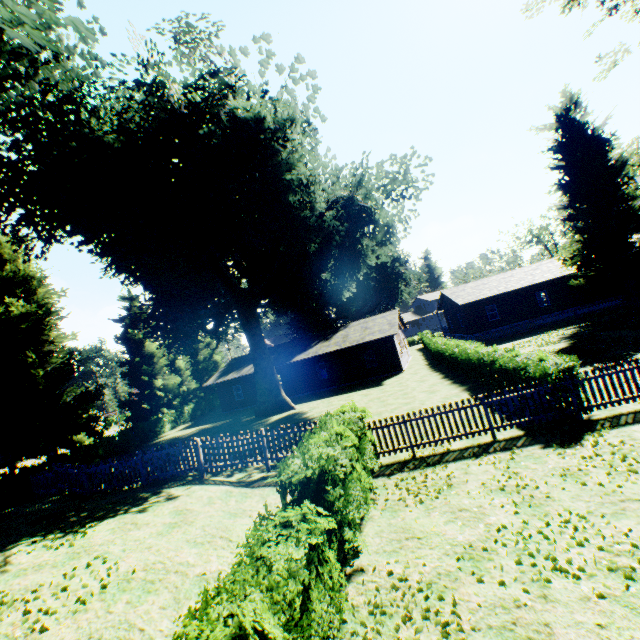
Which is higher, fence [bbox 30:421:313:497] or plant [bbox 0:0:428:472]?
plant [bbox 0:0:428:472]

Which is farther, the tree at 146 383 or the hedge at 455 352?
the tree at 146 383

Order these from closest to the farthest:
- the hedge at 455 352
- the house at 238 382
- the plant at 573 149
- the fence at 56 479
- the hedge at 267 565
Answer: the hedge at 267 565 → the hedge at 455 352 → the fence at 56 479 → the plant at 573 149 → the house at 238 382

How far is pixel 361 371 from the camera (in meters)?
30.08

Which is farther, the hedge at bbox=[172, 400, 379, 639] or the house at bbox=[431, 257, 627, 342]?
the house at bbox=[431, 257, 627, 342]

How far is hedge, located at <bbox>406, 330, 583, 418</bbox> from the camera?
9.73m

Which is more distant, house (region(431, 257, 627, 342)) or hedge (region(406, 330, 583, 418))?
house (region(431, 257, 627, 342))

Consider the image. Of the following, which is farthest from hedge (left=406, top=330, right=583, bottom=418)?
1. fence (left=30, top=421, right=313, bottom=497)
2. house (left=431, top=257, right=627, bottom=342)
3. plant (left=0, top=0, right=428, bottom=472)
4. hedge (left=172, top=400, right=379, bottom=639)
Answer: hedge (left=172, top=400, right=379, bottom=639)
